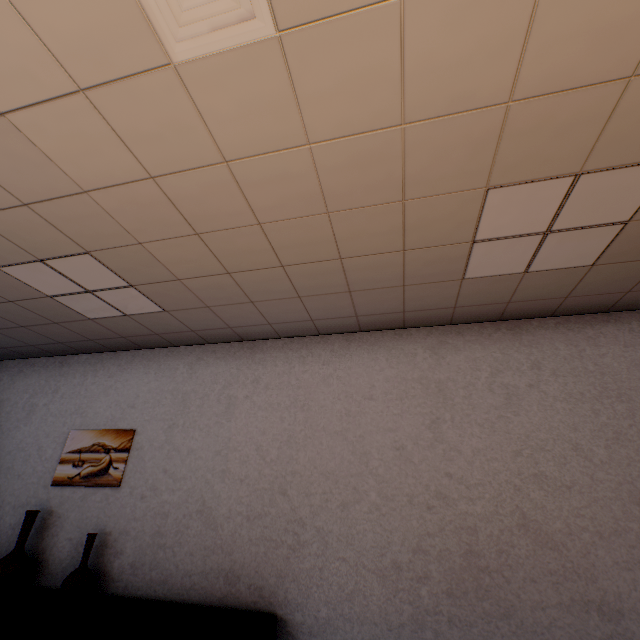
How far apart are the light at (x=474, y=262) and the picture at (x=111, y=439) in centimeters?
411cm

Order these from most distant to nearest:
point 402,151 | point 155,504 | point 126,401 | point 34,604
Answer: point 126,401
point 155,504
point 34,604
point 402,151

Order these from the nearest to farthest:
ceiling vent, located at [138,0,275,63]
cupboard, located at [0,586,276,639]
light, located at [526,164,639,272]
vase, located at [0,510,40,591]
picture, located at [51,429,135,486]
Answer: ceiling vent, located at [138,0,275,63] < light, located at [526,164,639,272] < cupboard, located at [0,586,276,639] < vase, located at [0,510,40,591] < picture, located at [51,429,135,486]

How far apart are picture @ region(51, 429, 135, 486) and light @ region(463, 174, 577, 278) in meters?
4.1

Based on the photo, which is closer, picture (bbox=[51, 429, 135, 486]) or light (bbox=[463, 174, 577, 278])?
light (bbox=[463, 174, 577, 278])

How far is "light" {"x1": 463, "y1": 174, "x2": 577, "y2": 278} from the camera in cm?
198

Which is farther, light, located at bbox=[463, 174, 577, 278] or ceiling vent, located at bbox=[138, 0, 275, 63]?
light, located at bbox=[463, 174, 577, 278]

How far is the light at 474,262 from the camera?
2.0m
